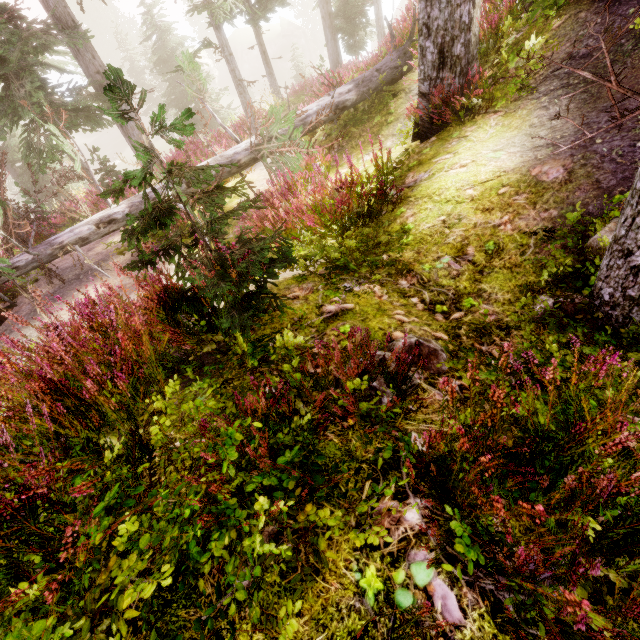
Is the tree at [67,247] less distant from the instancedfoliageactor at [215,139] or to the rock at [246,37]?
the instancedfoliageactor at [215,139]

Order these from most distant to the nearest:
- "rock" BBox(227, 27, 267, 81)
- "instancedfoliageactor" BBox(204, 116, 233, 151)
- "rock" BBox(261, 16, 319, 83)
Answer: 1. "rock" BBox(227, 27, 267, 81)
2. "rock" BBox(261, 16, 319, 83)
3. "instancedfoliageactor" BBox(204, 116, 233, 151)

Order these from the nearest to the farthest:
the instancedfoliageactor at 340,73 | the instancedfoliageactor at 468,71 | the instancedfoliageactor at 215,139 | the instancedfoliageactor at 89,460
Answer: the instancedfoliageactor at 89,460 → the instancedfoliageactor at 468,71 → the instancedfoliageactor at 215,139 → the instancedfoliageactor at 340,73

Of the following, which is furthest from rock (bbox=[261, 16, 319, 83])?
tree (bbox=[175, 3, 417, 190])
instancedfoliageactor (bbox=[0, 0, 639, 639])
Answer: tree (bbox=[175, 3, 417, 190])

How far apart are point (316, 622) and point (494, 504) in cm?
85

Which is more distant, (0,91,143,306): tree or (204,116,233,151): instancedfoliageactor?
(204,116,233,151): instancedfoliageactor
